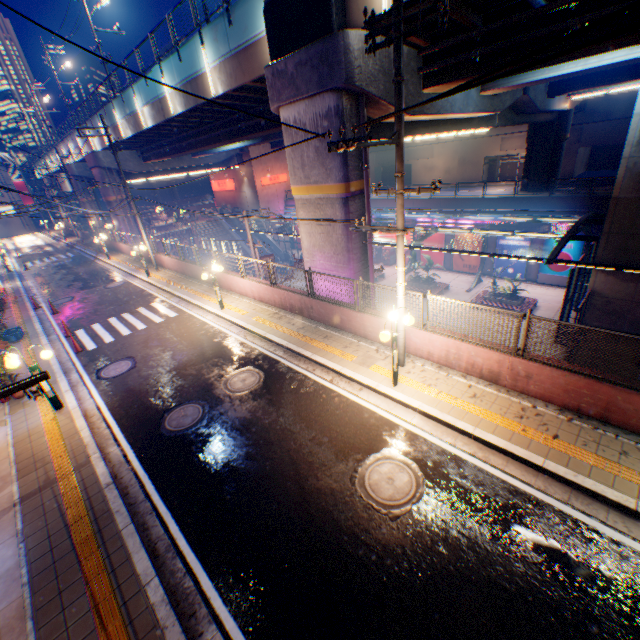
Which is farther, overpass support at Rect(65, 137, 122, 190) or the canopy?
overpass support at Rect(65, 137, 122, 190)

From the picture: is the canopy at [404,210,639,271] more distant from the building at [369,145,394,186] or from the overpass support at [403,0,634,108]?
the building at [369,145,394,186]

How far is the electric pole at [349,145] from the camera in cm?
599

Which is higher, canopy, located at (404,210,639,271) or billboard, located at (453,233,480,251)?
canopy, located at (404,210,639,271)

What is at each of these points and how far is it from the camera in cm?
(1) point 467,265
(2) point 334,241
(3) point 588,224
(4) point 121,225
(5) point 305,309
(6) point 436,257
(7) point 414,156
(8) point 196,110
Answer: (1) billboard, 3128
(2) overpass support, 1303
(3) canopy, 2041
(4) overpass support, 3450
(5) concrete block, 1350
(6) billboard, 3325
(7) building, 5181
(8) overpass support, 1941

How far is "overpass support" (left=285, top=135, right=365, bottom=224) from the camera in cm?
1143

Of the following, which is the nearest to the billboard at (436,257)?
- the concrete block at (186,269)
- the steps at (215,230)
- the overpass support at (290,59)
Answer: the overpass support at (290,59)
